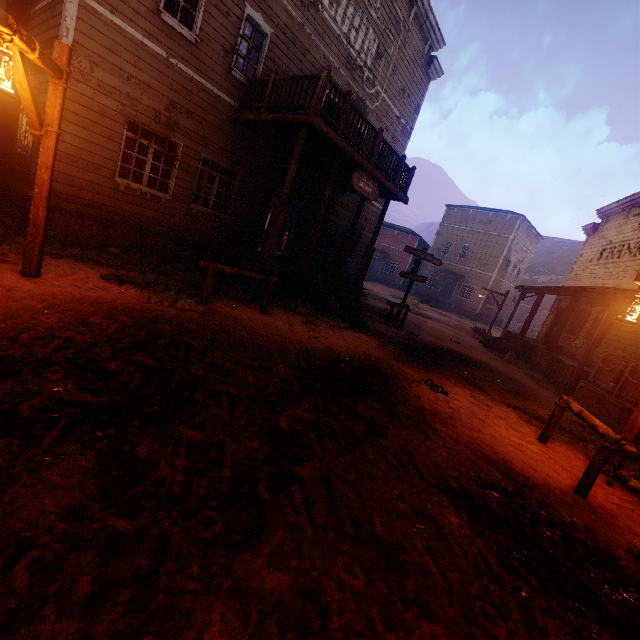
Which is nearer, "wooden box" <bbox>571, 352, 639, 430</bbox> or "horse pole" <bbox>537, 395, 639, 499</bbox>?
"horse pole" <bbox>537, 395, 639, 499</bbox>

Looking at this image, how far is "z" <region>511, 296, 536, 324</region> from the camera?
45.81m

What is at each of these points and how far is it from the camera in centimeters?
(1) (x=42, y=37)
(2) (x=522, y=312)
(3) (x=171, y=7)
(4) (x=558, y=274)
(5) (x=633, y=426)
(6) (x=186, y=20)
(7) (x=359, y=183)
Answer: (1) building, 725cm
(2) z, 4659cm
(3) wooden box, 785cm
(4) z, 5978cm
(5) light pole, 539cm
(6) wooden box, 846cm
(7) sign, 987cm

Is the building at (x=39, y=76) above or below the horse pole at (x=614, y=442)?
above

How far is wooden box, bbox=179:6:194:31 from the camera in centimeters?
823cm

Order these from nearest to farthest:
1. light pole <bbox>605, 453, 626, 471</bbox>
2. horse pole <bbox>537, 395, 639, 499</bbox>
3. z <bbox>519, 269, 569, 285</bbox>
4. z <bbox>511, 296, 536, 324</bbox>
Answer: horse pole <bbox>537, 395, 639, 499</bbox>, light pole <bbox>605, 453, 626, 471</bbox>, z <bbox>511, 296, 536, 324</bbox>, z <bbox>519, 269, 569, 285</bbox>

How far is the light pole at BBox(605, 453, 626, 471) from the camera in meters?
4.7

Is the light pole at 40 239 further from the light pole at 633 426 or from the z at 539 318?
the light pole at 633 426
